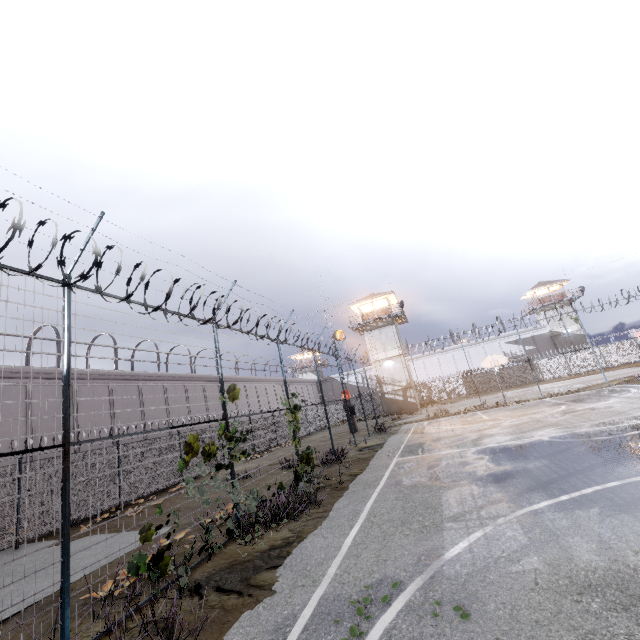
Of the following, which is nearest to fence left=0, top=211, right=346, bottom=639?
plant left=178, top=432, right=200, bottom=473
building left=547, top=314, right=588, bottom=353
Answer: plant left=178, top=432, right=200, bottom=473

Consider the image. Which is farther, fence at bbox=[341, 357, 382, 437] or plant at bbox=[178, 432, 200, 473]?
fence at bbox=[341, 357, 382, 437]

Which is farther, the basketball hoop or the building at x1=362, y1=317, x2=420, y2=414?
the building at x1=362, y1=317, x2=420, y2=414

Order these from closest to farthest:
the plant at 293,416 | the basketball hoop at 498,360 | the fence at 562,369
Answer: → the plant at 293,416 < the basketball hoop at 498,360 < the fence at 562,369

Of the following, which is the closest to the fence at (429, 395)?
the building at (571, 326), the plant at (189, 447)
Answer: the plant at (189, 447)

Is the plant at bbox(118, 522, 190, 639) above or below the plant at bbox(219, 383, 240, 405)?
below

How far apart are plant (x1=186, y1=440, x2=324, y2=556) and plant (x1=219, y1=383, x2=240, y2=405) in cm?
228

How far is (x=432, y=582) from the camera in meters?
4.2 m
